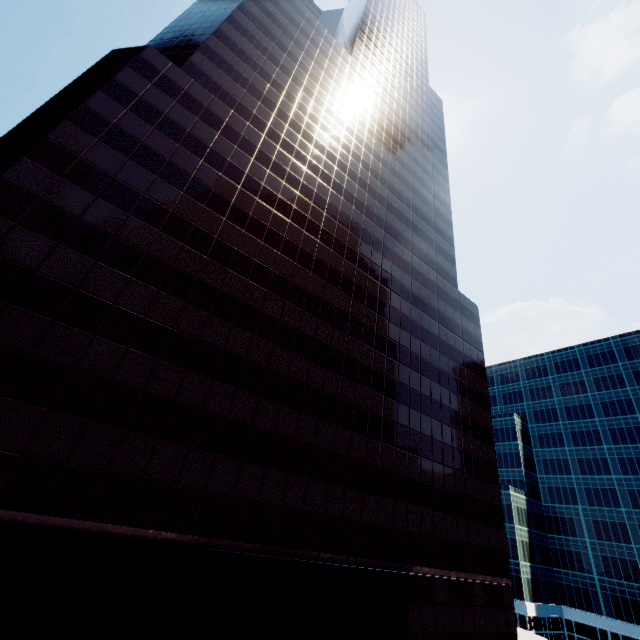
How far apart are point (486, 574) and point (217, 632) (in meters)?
24.94
